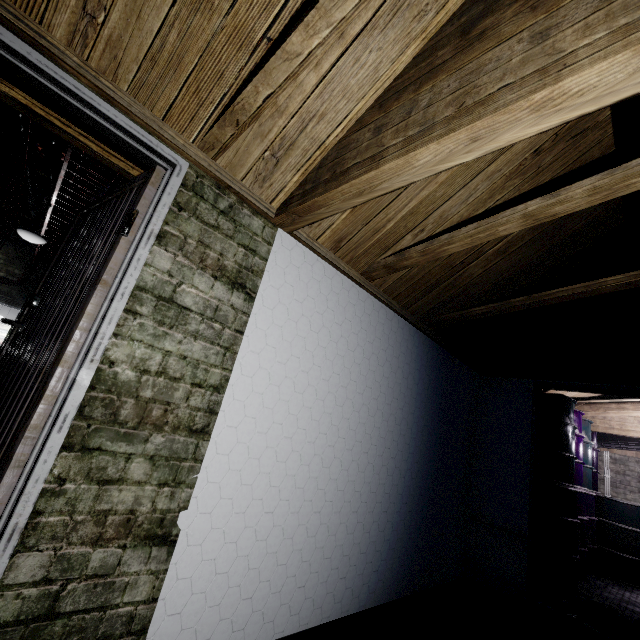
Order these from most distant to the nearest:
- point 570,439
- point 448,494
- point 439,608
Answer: point 570,439, point 448,494, point 439,608

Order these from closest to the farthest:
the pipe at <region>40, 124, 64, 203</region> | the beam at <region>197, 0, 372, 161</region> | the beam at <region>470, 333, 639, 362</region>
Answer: the beam at <region>197, 0, 372, 161</region>
the beam at <region>470, 333, 639, 362</region>
the pipe at <region>40, 124, 64, 203</region>

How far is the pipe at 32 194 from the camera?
5.2 meters

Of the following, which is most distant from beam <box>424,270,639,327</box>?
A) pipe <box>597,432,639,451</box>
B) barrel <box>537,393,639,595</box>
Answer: pipe <box>597,432,639,451</box>

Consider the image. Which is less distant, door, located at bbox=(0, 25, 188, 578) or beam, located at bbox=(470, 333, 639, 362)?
door, located at bbox=(0, 25, 188, 578)

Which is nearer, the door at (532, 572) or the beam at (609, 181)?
the beam at (609, 181)

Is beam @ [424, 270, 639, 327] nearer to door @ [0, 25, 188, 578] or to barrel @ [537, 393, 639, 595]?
door @ [0, 25, 188, 578]

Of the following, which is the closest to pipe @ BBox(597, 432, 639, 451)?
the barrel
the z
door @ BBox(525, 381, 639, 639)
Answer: the barrel
